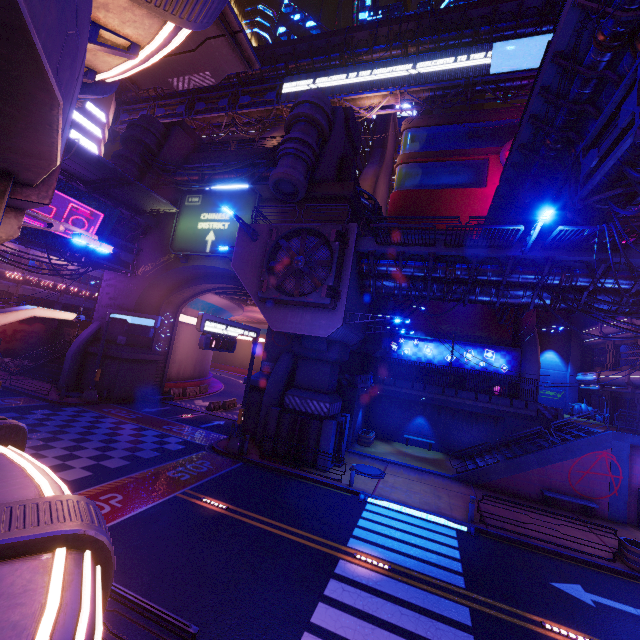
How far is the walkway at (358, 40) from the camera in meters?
39.3

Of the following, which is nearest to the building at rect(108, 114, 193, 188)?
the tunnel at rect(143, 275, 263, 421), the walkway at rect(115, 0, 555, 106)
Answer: the tunnel at rect(143, 275, 263, 421)

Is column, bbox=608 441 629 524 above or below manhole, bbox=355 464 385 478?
above

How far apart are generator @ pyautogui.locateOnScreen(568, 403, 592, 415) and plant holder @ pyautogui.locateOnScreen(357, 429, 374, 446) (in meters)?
21.72

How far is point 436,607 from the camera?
8.8m

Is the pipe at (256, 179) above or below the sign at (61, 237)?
above

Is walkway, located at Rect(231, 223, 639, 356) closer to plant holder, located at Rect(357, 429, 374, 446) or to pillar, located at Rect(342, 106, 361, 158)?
plant holder, located at Rect(357, 429, 374, 446)

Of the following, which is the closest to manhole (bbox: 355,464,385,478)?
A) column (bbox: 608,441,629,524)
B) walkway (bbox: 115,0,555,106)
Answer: column (bbox: 608,441,629,524)
